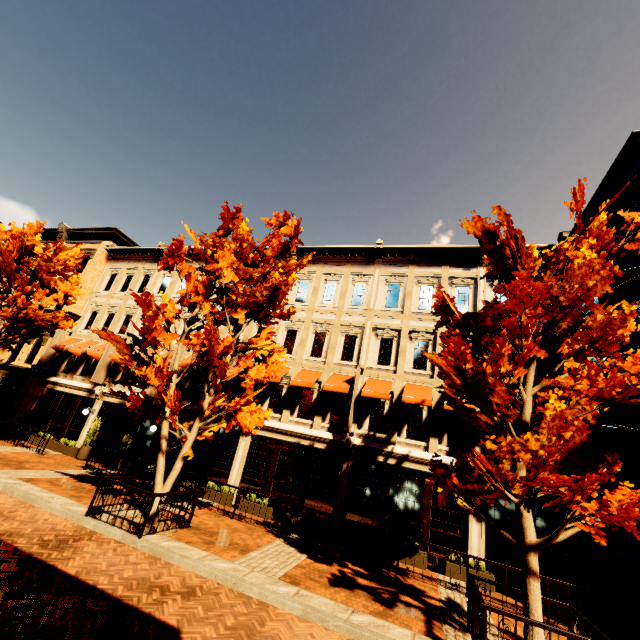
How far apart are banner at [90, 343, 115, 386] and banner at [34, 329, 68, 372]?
4.91m

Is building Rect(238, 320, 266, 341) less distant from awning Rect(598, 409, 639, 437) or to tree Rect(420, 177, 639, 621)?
awning Rect(598, 409, 639, 437)

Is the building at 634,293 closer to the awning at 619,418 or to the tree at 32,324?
the awning at 619,418

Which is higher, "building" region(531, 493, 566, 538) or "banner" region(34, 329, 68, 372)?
"banner" region(34, 329, 68, 372)

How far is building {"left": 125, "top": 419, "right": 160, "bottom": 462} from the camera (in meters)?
16.33

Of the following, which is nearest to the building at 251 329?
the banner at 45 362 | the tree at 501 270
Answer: the banner at 45 362

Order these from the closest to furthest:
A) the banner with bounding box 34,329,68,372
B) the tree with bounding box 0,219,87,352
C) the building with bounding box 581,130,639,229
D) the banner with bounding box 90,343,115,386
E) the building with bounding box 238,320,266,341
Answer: the building with bounding box 581,130,639,229 → the tree with bounding box 0,219,87,352 → the building with bounding box 238,320,266,341 → the banner with bounding box 90,343,115,386 → the banner with bounding box 34,329,68,372

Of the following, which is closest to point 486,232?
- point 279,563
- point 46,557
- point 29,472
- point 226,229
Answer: point 226,229
